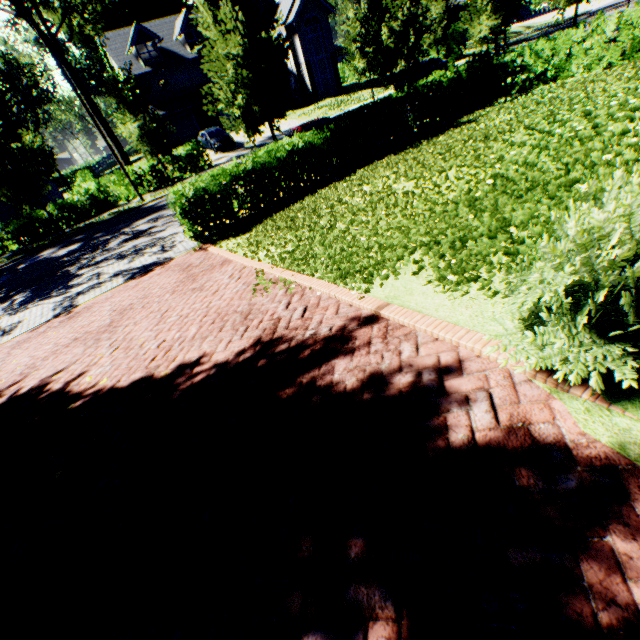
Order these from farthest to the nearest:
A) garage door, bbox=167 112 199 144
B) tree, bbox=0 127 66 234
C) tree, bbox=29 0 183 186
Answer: garage door, bbox=167 112 199 144, tree, bbox=29 0 183 186, tree, bbox=0 127 66 234

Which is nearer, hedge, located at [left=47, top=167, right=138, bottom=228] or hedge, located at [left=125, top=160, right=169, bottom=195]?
hedge, located at [left=47, top=167, right=138, bottom=228]

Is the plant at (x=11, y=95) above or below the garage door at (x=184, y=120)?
above

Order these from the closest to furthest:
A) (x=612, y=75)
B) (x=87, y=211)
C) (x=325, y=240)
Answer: (x=325, y=240)
(x=612, y=75)
(x=87, y=211)

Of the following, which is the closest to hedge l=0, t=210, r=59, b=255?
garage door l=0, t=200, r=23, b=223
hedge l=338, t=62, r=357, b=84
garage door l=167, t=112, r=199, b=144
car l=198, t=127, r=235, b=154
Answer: garage door l=0, t=200, r=23, b=223

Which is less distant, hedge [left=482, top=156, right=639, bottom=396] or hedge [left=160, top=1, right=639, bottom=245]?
hedge [left=482, top=156, right=639, bottom=396]

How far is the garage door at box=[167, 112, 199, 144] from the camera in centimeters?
3428cm

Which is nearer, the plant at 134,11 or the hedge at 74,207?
the hedge at 74,207
